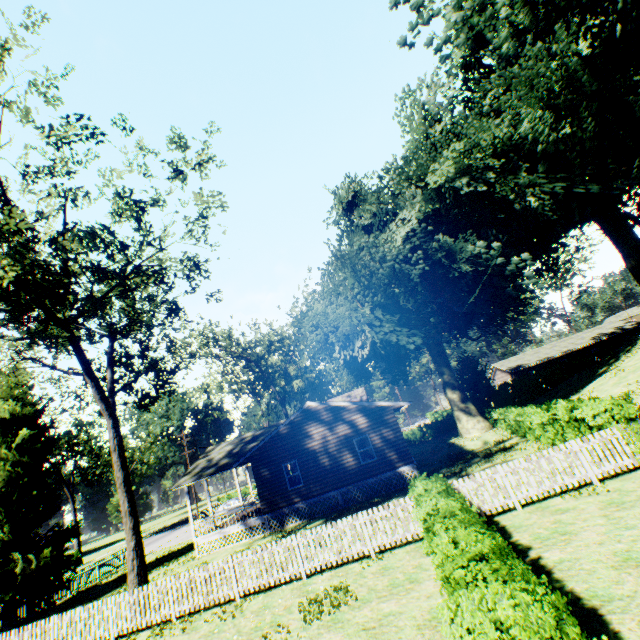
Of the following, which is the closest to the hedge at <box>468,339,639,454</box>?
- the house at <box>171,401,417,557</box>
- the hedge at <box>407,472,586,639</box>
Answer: the house at <box>171,401,417,557</box>

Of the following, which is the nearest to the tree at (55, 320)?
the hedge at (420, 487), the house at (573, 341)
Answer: the hedge at (420, 487)

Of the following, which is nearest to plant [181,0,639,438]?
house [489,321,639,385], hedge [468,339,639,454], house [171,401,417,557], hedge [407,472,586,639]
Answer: hedge [468,339,639,454]

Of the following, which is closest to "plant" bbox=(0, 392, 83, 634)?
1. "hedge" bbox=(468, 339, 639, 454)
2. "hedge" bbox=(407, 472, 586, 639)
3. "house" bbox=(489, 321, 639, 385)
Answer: "hedge" bbox=(468, 339, 639, 454)

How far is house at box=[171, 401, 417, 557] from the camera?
20.1 meters

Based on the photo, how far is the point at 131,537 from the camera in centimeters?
1392cm

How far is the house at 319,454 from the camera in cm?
2009

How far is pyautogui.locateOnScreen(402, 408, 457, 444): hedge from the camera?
42.0m
